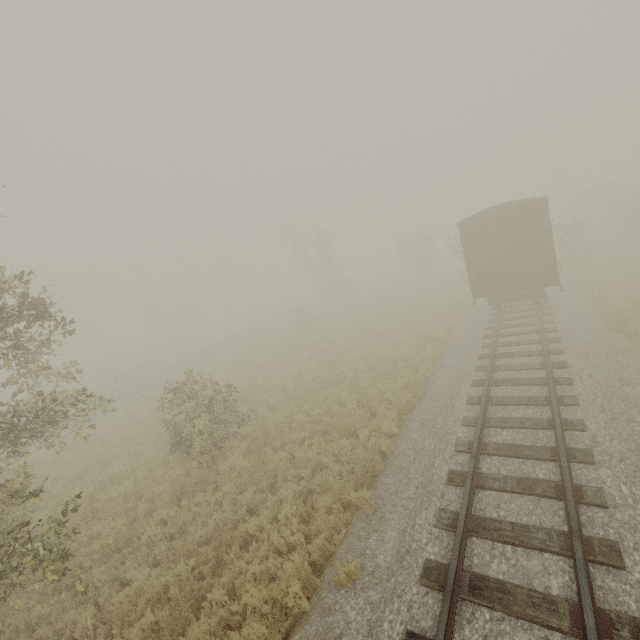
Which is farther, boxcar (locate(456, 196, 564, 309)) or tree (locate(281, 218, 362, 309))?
tree (locate(281, 218, 362, 309))

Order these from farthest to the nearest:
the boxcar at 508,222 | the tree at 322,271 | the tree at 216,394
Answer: the tree at 322,271 < the boxcar at 508,222 < the tree at 216,394

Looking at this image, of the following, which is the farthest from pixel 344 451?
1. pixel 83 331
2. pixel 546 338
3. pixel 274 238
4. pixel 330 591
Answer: pixel 83 331

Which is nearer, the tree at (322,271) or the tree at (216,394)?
the tree at (216,394)

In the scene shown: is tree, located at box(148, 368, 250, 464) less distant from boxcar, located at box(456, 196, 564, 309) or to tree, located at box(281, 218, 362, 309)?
boxcar, located at box(456, 196, 564, 309)

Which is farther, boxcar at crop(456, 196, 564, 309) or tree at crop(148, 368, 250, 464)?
boxcar at crop(456, 196, 564, 309)

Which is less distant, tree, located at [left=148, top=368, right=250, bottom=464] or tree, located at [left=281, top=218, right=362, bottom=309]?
tree, located at [left=148, top=368, right=250, bottom=464]
